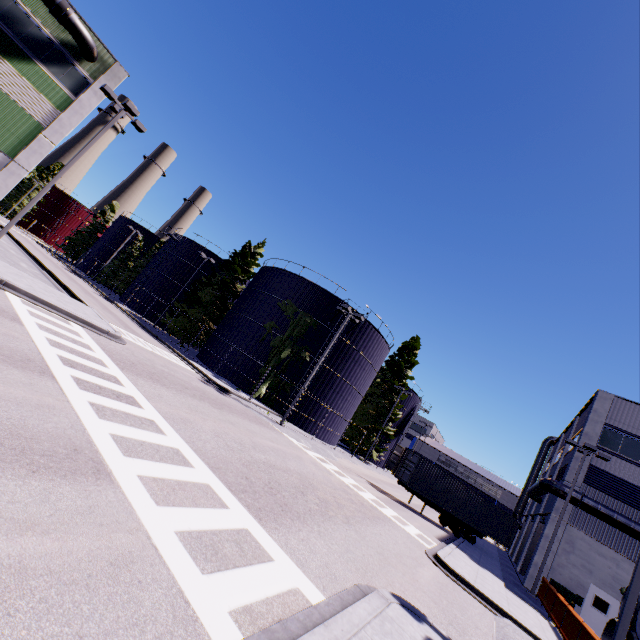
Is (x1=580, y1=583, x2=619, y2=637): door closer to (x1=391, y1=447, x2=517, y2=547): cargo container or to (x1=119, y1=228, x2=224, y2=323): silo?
(x1=391, y1=447, x2=517, y2=547): cargo container

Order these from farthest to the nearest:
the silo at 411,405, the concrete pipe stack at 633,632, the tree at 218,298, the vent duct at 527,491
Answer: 1. the silo at 411,405
2. the tree at 218,298
3. the vent duct at 527,491
4. the concrete pipe stack at 633,632

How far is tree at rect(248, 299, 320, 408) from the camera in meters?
28.4 m

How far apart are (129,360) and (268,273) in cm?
2155

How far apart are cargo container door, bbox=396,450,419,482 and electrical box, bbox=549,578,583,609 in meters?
9.7 m

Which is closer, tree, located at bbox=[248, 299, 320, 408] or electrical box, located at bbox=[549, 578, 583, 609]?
electrical box, located at bbox=[549, 578, 583, 609]

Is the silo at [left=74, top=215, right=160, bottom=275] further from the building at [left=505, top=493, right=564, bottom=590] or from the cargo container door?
the cargo container door

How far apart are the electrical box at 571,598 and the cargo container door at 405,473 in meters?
9.7
